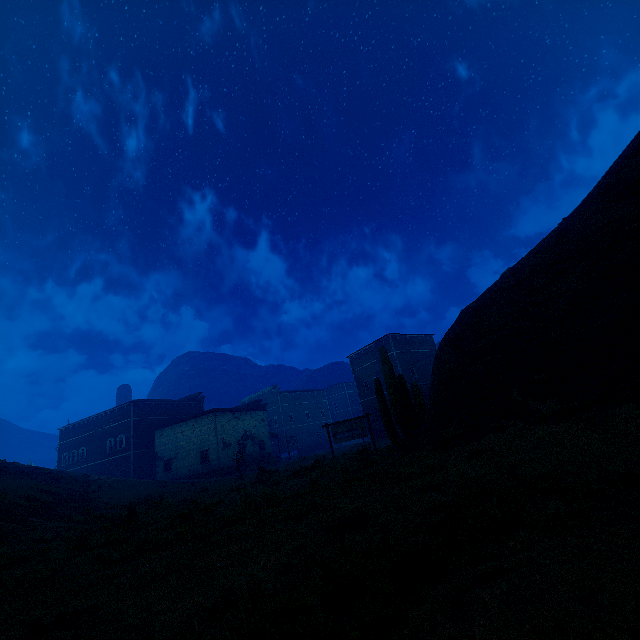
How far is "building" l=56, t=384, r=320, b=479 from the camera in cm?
3697

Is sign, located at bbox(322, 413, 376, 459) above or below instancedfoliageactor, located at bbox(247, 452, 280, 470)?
above

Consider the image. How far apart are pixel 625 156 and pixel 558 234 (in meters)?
3.16

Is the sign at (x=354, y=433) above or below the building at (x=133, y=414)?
below

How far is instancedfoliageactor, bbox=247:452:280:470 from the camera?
37.31m

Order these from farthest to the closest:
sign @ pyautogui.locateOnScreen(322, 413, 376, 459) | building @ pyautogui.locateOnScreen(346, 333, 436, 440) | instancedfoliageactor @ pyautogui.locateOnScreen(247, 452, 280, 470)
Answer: instancedfoliageactor @ pyautogui.locateOnScreen(247, 452, 280, 470)
building @ pyautogui.locateOnScreen(346, 333, 436, 440)
sign @ pyautogui.locateOnScreen(322, 413, 376, 459)
